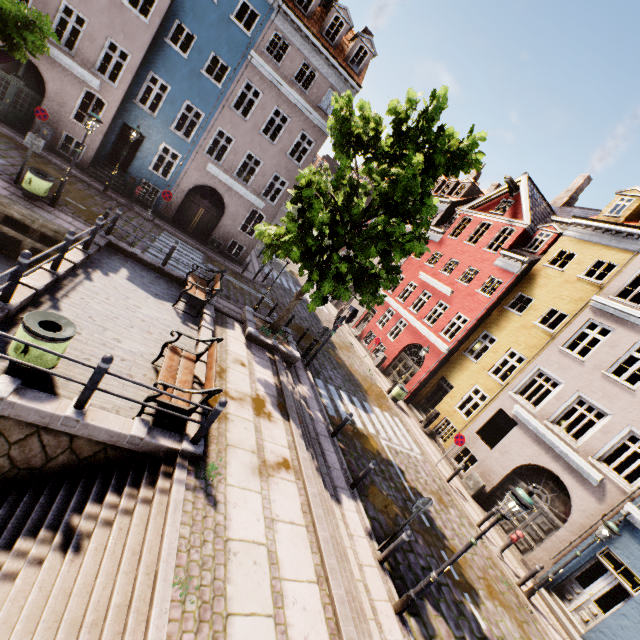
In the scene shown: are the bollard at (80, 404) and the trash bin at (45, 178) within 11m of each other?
yes

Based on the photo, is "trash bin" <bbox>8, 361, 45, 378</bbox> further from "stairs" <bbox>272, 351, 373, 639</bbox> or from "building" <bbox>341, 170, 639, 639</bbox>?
"building" <bbox>341, 170, 639, 639</bbox>

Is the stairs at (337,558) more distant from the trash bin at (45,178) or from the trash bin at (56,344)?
the trash bin at (45,178)

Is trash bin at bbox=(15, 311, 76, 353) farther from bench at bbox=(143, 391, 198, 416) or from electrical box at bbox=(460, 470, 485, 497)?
electrical box at bbox=(460, 470, 485, 497)

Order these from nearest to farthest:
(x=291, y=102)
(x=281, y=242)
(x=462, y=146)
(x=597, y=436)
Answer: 1. (x=462, y=146)
2. (x=281, y=242)
3. (x=597, y=436)
4. (x=291, y=102)

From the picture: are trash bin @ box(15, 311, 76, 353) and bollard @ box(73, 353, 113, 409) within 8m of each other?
yes

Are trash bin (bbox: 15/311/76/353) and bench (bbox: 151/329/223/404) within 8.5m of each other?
yes

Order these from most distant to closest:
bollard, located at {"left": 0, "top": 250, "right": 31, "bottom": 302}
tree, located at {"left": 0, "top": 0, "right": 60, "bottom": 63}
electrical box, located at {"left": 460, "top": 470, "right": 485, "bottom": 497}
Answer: electrical box, located at {"left": 460, "top": 470, "right": 485, "bottom": 497}, tree, located at {"left": 0, "top": 0, "right": 60, "bottom": 63}, bollard, located at {"left": 0, "top": 250, "right": 31, "bottom": 302}
